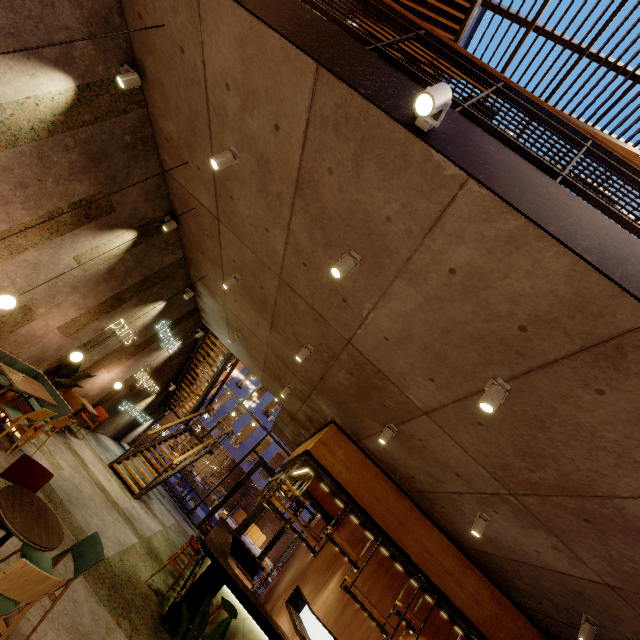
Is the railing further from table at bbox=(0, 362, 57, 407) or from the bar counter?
the bar counter

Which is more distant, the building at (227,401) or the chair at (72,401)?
the building at (227,401)

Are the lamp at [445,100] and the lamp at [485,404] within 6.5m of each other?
yes

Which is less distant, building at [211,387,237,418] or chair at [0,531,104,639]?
chair at [0,531,104,639]

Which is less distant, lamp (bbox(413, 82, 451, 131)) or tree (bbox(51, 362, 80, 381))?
lamp (bbox(413, 82, 451, 131))

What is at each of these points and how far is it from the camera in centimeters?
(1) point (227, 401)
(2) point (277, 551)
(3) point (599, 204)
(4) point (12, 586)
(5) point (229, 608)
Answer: (1) building, 3195cm
(2) building, 2888cm
(3) railing, 251cm
(4) chair, 238cm
(5) chair, 530cm

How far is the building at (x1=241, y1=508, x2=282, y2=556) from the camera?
27.50m
